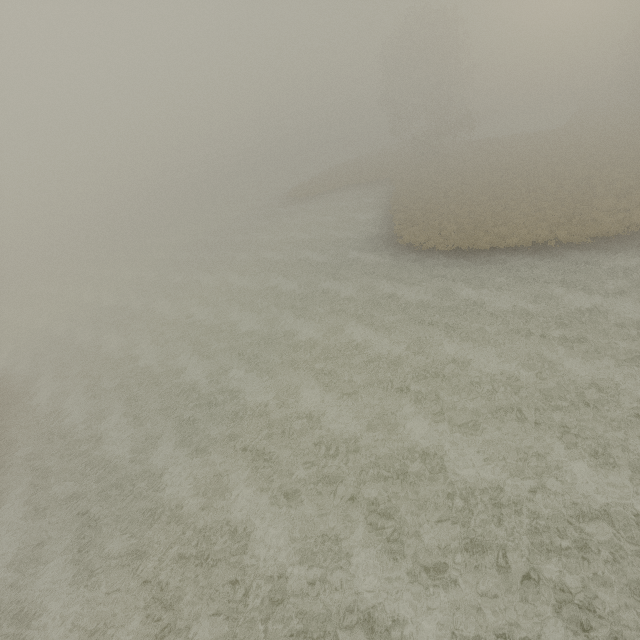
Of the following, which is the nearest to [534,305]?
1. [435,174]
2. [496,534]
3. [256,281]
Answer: [496,534]
